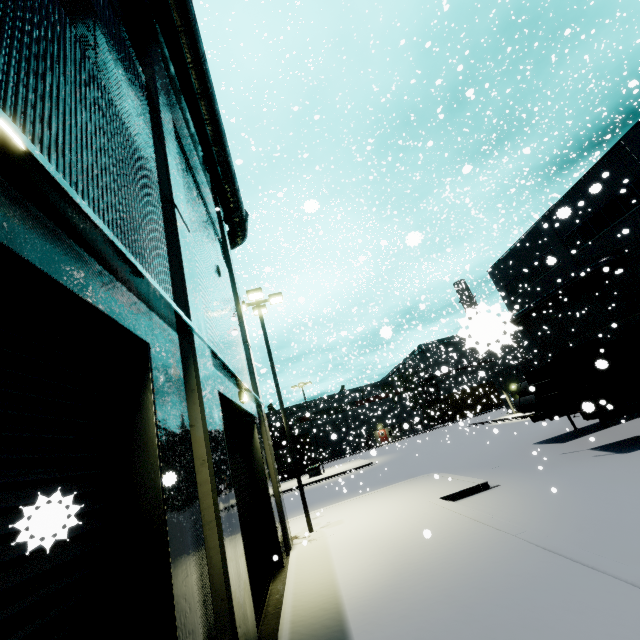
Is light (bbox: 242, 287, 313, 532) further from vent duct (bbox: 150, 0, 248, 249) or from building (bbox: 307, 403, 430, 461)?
vent duct (bbox: 150, 0, 248, 249)

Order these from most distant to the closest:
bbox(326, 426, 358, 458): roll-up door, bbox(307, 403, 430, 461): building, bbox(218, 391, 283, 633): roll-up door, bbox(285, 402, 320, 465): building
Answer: bbox(285, 402, 320, 465): building
bbox(307, 403, 430, 461): building
bbox(326, 426, 358, 458): roll-up door
bbox(218, 391, 283, 633): roll-up door

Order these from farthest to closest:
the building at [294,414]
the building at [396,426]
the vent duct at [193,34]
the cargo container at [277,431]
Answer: the building at [294,414] < the building at [396,426] < the cargo container at [277,431] < the vent duct at [193,34]

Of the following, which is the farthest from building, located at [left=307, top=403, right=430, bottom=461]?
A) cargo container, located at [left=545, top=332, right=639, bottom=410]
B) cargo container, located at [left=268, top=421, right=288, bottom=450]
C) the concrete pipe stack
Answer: the concrete pipe stack

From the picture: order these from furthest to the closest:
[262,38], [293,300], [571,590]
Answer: [293,300] < [262,38] < [571,590]

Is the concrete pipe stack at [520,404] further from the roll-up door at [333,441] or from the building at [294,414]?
the roll-up door at [333,441]

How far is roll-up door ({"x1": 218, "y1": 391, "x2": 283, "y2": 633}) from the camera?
7.05m

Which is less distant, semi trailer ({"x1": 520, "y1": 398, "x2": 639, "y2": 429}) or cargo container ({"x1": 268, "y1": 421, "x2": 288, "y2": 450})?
semi trailer ({"x1": 520, "y1": 398, "x2": 639, "y2": 429})
